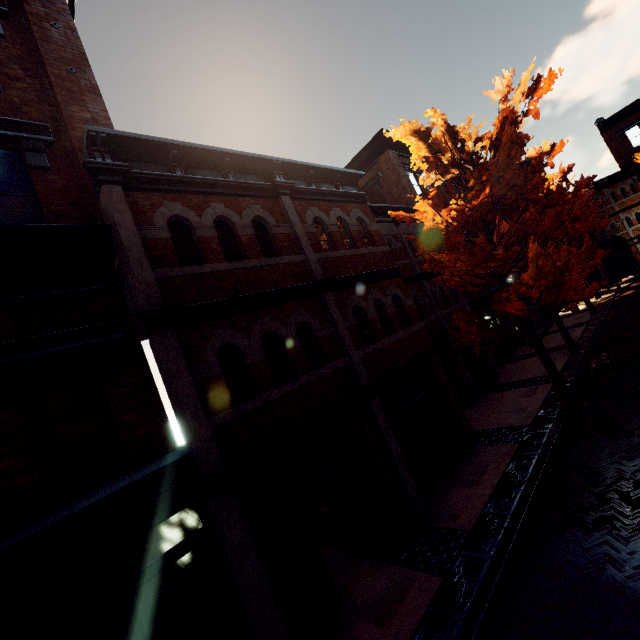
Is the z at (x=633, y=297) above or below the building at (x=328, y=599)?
below

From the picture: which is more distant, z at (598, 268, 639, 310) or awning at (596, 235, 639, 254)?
awning at (596, 235, 639, 254)

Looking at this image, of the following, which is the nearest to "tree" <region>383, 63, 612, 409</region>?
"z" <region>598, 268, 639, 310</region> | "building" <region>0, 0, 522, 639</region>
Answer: "building" <region>0, 0, 522, 639</region>

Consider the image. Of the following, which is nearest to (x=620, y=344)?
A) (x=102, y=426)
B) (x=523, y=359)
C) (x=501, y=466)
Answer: (x=523, y=359)

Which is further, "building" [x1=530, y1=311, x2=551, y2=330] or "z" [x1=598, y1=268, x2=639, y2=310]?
"building" [x1=530, y1=311, x2=551, y2=330]

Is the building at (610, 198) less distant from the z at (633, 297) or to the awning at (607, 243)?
the awning at (607, 243)

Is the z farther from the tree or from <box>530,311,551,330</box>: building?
<box>530,311,551,330</box>: building
